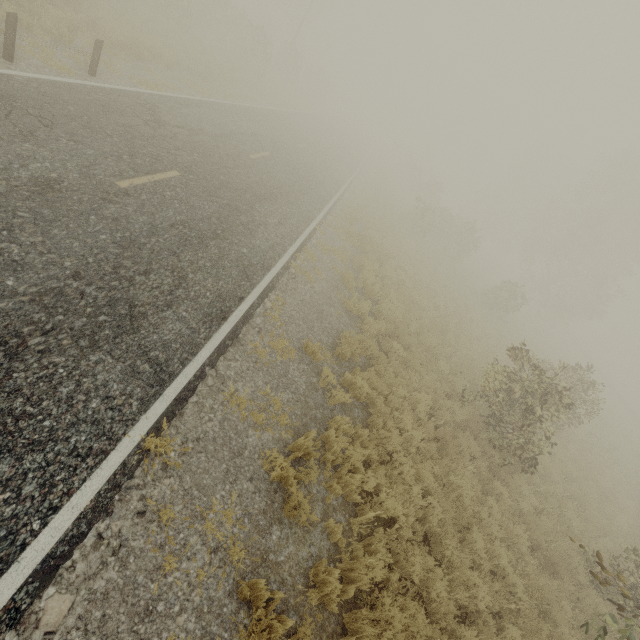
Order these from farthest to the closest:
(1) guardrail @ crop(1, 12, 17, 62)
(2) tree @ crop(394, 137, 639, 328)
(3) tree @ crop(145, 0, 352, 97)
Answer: (2) tree @ crop(394, 137, 639, 328) → (3) tree @ crop(145, 0, 352, 97) → (1) guardrail @ crop(1, 12, 17, 62)

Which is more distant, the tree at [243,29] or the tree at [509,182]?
the tree at [509,182]

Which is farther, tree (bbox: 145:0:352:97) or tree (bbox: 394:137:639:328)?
tree (bbox: 394:137:639:328)

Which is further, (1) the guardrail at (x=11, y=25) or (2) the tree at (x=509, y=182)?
(2) the tree at (x=509, y=182)

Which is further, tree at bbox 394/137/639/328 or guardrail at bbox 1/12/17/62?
tree at bbox 394/137/639/328

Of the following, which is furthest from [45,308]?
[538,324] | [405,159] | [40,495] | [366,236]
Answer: [405,159]

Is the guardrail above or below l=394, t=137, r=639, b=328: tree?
below
